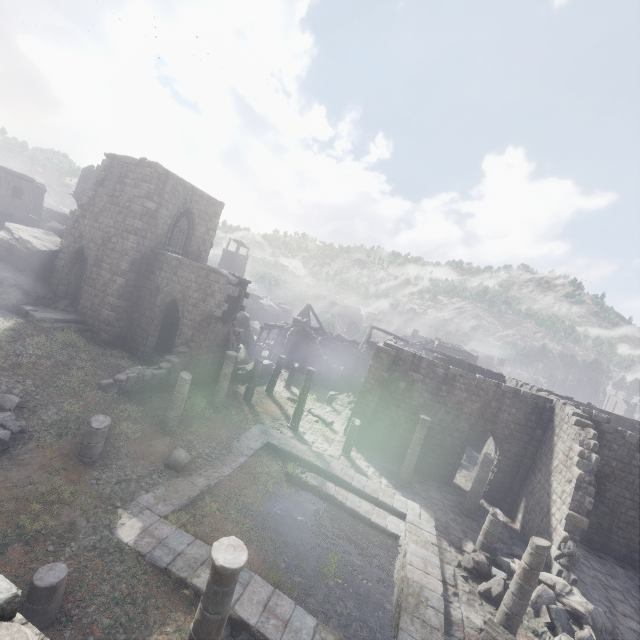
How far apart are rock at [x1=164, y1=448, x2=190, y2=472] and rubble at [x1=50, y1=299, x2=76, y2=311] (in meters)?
12.78

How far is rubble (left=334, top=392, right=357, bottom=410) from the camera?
27.27m

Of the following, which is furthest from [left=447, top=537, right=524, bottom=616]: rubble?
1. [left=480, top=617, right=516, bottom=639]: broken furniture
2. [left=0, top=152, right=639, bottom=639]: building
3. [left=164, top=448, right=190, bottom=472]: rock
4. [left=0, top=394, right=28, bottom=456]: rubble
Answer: [left=0, top=394, right=28, bottom=456]: rubble

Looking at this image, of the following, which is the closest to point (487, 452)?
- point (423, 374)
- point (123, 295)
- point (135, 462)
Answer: point (423, 374)

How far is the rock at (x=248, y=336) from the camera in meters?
34.5

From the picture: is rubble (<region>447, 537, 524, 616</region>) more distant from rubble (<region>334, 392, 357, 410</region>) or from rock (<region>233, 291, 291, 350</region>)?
rock (<region>233, 291, 291, 350</region>)

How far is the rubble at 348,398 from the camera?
27.27m

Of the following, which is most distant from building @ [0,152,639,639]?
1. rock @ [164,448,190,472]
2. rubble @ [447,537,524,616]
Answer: Result: rock @ [164,448,190,472]
